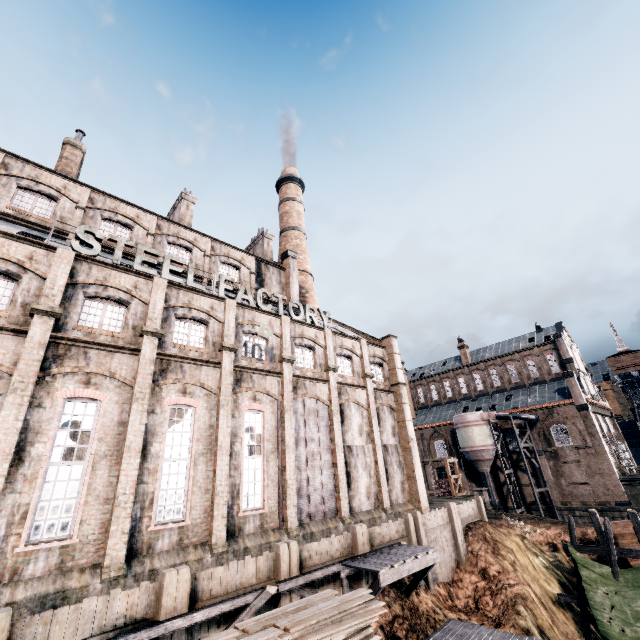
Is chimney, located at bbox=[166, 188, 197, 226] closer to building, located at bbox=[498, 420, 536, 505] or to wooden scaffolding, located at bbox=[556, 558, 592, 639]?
wooden scaffolding, located at bbox=[556, 558, 592, 639]

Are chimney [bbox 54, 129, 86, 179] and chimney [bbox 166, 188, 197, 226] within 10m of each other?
yes

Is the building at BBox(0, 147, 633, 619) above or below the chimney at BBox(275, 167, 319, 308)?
below

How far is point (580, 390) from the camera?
43.3m

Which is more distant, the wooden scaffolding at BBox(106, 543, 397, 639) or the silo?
the silo

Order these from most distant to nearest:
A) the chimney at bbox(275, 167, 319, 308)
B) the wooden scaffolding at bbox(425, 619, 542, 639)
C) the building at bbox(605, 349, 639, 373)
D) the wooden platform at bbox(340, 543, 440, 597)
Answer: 1. the building at bbox(605, 349, 639, 373)
2. the chimney at bbox(275, 167, 319, 308)
3. the wooden scaffolding at bbox(425, 619, 542, 639)
4. the wooden platform at bbox(340, 543, 440, 597)

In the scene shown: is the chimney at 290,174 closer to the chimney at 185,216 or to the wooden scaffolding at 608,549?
the chimney at 185,216

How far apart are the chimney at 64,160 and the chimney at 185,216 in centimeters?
749cm
